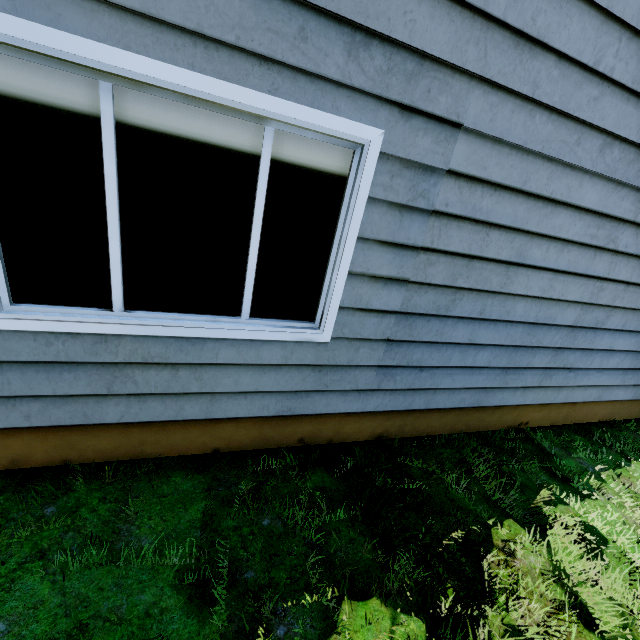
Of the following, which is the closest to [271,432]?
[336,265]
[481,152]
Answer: [336,265]
